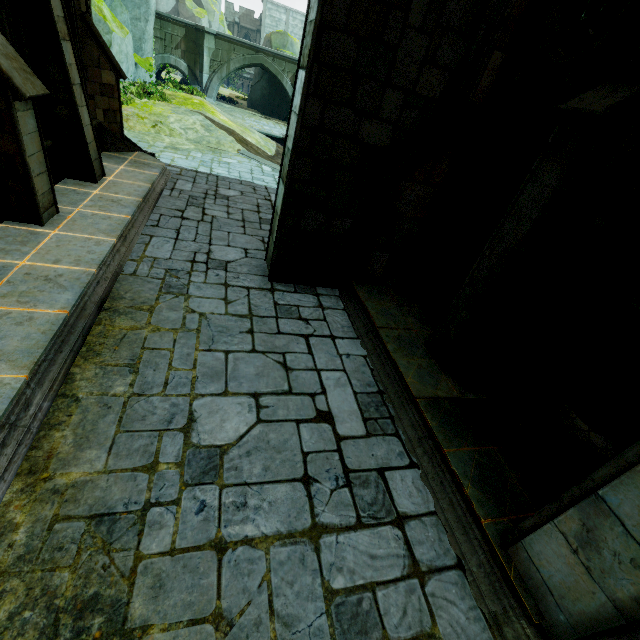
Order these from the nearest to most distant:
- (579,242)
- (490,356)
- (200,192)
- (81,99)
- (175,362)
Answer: (579,242) → (175,362) → (490,356) → (81,99) → (200,192)

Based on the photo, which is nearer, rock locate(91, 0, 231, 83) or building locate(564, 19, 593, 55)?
building locate(564, 19, 593, 55)

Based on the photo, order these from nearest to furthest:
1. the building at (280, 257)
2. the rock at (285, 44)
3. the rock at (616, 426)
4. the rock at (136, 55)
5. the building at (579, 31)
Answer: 1. the building at (280, 257)
2. the building at (579, 31)
3. the rock at (616, 426)
4. the rock at (136, 55)
5. the rock at (285, 44)

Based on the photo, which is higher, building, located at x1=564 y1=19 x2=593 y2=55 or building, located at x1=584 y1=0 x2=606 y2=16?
building, located at x1=584 y1=0 x2=606 y2=16

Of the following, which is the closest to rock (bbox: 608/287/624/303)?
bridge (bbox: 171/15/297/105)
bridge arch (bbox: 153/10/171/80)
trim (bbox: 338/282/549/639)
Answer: trim (bbox: 338/282/549/639)

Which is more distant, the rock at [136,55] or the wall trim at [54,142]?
the rock at [136,55]

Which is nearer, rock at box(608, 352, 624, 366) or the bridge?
rock at box(608, 352, 624, 366)

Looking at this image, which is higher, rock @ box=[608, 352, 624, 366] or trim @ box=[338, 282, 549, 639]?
rock @ box=[608, 352, 624, 366]
